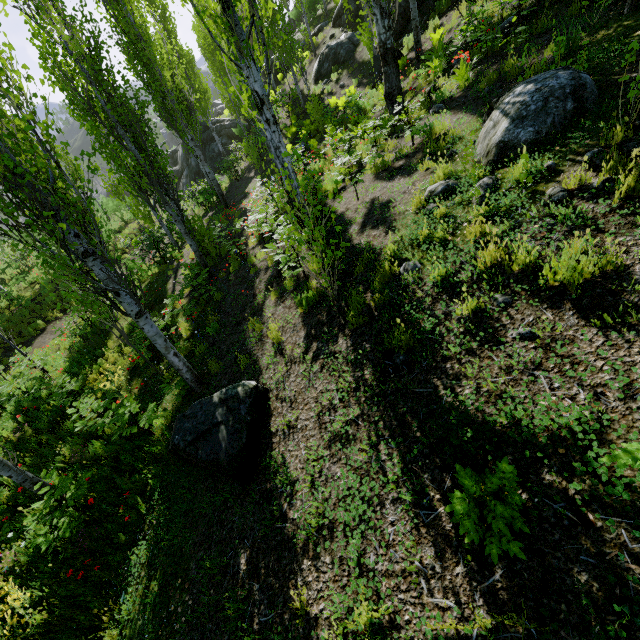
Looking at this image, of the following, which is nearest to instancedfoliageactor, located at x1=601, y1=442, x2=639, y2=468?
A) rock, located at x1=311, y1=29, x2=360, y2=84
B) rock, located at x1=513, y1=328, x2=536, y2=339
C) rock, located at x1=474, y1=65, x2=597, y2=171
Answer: rock, located at x1=474, y1=65, x2=597, y2=171

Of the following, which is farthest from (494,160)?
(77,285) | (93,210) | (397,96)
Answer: (77,285)

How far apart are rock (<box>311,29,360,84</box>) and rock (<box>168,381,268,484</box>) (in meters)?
Result: 20.73

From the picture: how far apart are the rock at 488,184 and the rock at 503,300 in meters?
1.8

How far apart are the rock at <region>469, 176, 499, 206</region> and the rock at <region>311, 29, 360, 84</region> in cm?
1841

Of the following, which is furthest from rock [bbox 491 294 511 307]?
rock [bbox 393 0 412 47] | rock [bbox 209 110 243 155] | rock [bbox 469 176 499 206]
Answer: rock [bbox 209 110 243 155]

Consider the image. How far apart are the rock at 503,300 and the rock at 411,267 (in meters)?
1.27

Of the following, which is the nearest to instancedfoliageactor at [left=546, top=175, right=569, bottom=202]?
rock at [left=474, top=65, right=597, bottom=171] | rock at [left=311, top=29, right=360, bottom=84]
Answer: rock at [left=474, top=65, right=597, bottom=171]
